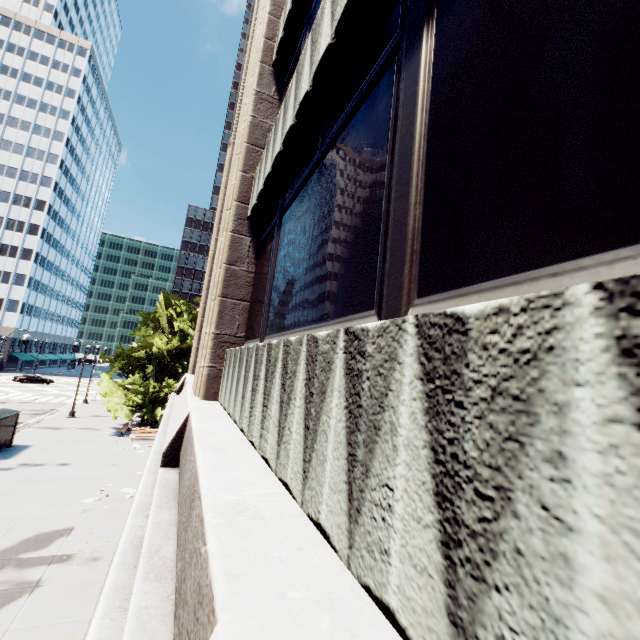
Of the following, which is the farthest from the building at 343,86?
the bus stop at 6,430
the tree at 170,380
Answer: the bus stop at 6,430

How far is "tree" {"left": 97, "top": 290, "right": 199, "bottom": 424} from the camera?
27.42m

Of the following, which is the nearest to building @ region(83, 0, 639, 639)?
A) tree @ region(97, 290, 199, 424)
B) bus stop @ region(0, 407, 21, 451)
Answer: tree @ region(97, 290, 199, 424)

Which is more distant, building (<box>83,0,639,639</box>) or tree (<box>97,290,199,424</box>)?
tree (<box>97,290,199,424</box>)

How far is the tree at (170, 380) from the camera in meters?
27.4 m

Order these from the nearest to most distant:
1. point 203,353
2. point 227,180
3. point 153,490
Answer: point 153,490, point 203,353, point 227,180

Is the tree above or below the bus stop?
→ above

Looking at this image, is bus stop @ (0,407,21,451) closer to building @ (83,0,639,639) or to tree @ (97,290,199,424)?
tree @ (97,290,199,424)
